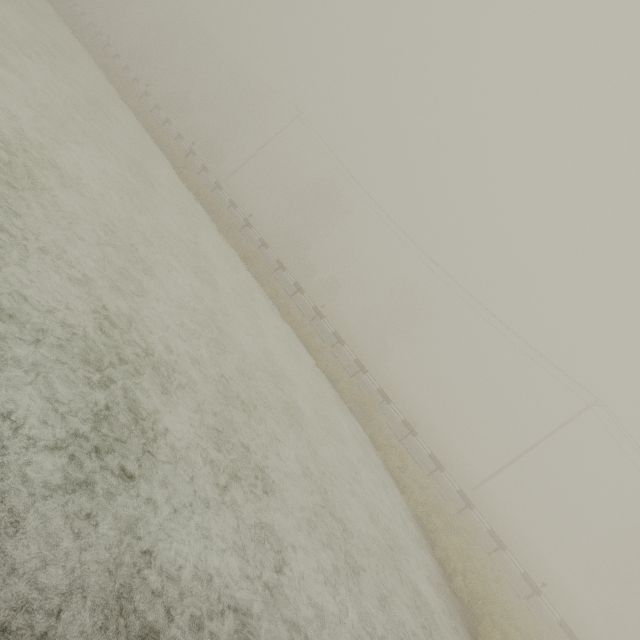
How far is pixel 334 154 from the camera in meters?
33.2 m
